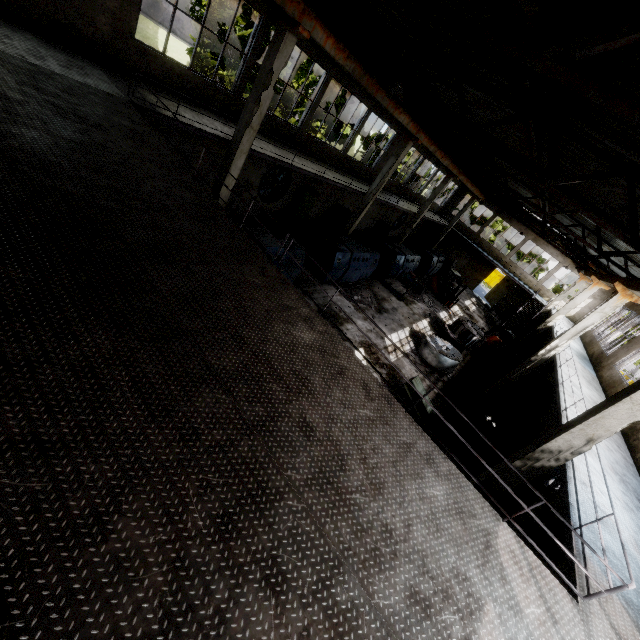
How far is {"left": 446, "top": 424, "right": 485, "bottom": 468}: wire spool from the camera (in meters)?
12.03

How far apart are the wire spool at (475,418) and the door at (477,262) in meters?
27.0 m

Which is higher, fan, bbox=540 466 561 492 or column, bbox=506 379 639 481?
column, bbox=506 379 639 481

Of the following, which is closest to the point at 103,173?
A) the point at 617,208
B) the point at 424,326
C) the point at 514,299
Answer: the point at 617,208

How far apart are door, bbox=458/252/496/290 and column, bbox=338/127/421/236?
22.40m

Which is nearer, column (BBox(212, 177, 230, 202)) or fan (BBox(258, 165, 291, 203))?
column (BBox(212, 177, 230, 202))

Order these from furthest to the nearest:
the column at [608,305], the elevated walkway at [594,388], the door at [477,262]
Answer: the door at [477,262] < the column at [608,305] < the elevated walkway at [594,388]

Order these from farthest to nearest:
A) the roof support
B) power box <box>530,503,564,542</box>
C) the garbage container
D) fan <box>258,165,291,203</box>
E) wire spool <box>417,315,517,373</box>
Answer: the garbage container, fan <box>258,165,291,203</box>, wire spool <box>417,315,517,373</box>, power box <box>530,503,564,542</box>, the roof support
